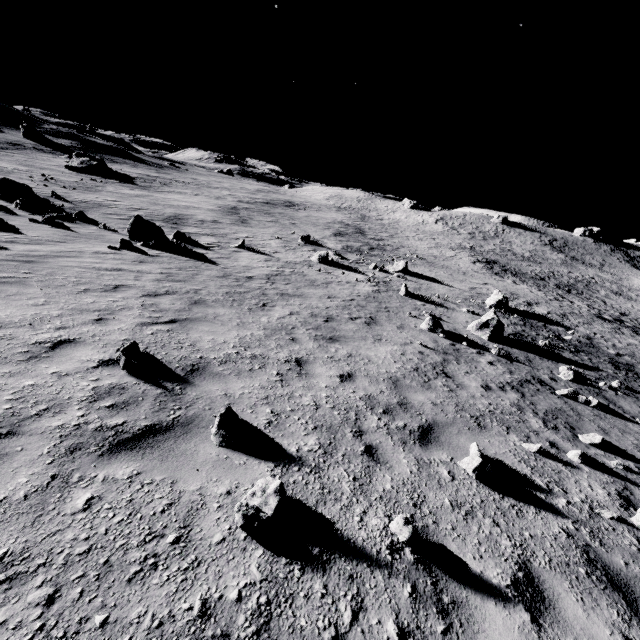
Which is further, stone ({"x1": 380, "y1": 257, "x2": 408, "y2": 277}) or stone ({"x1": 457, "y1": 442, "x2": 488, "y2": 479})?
stone ({"x1": 380, "y1": 257, "x2": 408, "y2": 277})

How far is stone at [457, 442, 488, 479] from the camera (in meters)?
4.32

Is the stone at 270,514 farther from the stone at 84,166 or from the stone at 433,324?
the stone at 84,166

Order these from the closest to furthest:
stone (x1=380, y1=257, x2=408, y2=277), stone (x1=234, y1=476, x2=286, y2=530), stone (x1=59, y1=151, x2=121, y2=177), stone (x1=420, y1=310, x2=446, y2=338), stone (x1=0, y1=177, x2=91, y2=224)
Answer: stone (x1=234, y1=476, x2=286, y2=530)
stone (x1=420, y1=310, x2=446, y2=338)
stone (x1=0, y1=177, x2=91, y2=224)
stone (x1=380, y1=257, x2=408, y2=277)
stone (x1=59, y1=151, x2=121, y2=177)

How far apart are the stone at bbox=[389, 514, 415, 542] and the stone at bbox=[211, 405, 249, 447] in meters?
1.9

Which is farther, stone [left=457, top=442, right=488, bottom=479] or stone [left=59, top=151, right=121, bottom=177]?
stone [left=59, top=151, right=121, bottom=177]

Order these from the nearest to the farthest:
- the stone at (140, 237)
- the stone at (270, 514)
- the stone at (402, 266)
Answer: the stone at (270, 514), the stone at (140, 237), the stone at (402, 266)

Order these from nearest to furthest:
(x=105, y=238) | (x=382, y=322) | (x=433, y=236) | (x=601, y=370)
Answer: (x=382, y=322)
(x=601, y=370)
(x=105, y=238)
(x=433, y=236)
